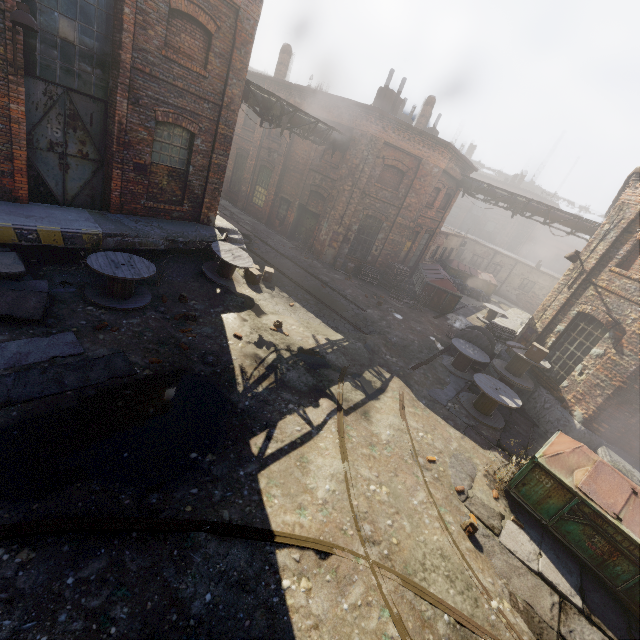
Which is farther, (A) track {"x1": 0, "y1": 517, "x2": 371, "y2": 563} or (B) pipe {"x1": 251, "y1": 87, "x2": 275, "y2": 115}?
(B) pipe {"x1": 251, "y1": 87, "x2": 275, "y2": 115}

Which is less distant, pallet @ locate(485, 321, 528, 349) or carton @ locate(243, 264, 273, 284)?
pallet @ locate(485, 321, 528, 349)

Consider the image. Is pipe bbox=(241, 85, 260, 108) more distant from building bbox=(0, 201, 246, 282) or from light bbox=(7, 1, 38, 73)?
light bbox=(7, 1, 38, 73)

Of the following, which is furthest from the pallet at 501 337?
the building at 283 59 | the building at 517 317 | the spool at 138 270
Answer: the building at 283 59

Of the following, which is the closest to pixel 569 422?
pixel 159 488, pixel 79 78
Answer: pixel 159 488

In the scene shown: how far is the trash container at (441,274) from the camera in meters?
18.1 m

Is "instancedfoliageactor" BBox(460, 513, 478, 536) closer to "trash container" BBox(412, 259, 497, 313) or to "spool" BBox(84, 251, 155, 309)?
"spool" BBox(84, 251, 155, 309)

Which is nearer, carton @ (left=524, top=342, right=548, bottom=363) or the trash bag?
carton @ (left=524, top=342, right=548, bottom=363)
